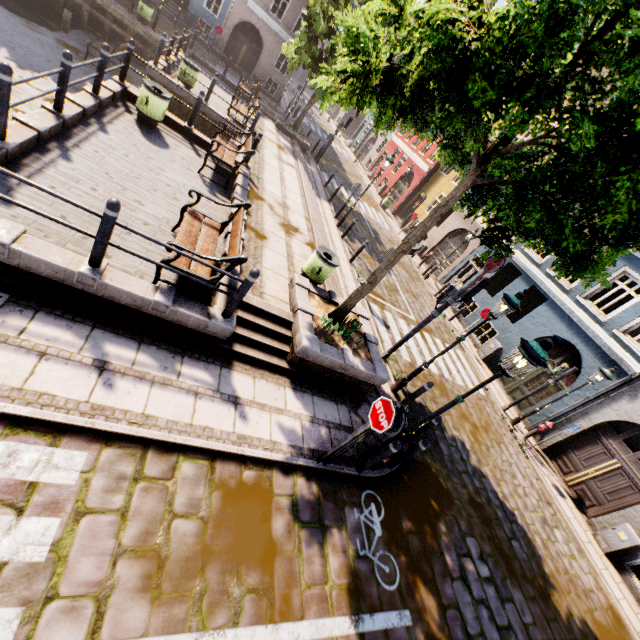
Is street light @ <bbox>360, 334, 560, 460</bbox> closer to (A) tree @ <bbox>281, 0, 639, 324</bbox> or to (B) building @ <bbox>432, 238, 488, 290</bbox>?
(A) tree @ <bbox>281, 0, 639, 324</bbox>

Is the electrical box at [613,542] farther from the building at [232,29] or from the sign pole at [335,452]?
the building at [232,29]

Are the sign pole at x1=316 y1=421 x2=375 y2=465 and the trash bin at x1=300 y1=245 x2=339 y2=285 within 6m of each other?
yes

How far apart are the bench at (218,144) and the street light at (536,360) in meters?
7.4

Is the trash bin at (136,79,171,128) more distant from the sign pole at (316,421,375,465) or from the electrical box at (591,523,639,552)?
the electrical box at (591,523,639,552)

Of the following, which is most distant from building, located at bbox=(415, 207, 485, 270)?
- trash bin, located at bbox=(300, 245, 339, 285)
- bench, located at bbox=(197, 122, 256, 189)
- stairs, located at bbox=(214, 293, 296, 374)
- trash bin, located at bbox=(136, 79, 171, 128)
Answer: trash bin, located at bbox=(136, 79, 171, 128)

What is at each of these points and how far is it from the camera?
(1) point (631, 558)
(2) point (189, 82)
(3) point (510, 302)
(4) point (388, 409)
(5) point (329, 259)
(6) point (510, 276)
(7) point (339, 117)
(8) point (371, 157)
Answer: (1) building, 9.76m
(2) trash bin, 13.15m
(3) street light, 6.71m
(4) sign, 4.68m
(5) trash bin, 8.41m
(6) building, 20.67m
(7) building, 49.66m
(8) building, 34.97m

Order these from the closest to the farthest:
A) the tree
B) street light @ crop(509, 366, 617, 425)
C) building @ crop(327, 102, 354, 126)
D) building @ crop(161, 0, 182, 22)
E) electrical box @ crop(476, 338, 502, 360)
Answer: the tree
street light @ crop(509, 366, 617, 425)
electrical box @ crop(476, 338, 502, 360)
building @ crop(161, 0, 182, 22)
building @ crop(327, 102, 354, 126)
